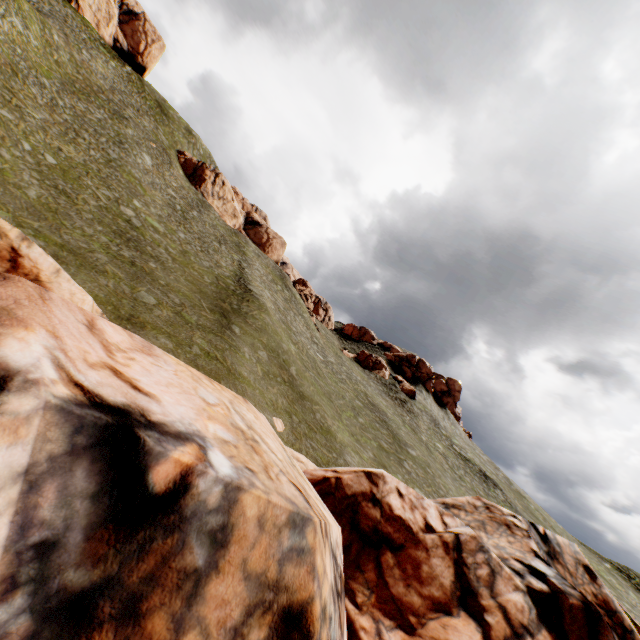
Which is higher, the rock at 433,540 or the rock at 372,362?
the rock at 372,362

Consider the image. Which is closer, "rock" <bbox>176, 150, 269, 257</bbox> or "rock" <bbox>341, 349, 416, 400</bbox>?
"rock" <bbox>341, 349, 416, 400</bbox>

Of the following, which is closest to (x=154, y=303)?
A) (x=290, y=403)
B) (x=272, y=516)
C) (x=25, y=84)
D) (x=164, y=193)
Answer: (x=290, y=403)

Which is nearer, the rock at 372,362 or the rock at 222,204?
the rock at 372,362

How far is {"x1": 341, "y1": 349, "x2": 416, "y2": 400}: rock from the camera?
52.3m

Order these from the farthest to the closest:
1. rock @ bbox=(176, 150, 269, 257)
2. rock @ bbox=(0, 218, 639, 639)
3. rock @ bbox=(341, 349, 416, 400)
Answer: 1. rock @ bbox=(176, 150, 269, 257)
2. rock @ bbox=(341, 349, 416, 400)
3. rock @ bbox=(0, 218, 639, 639)
